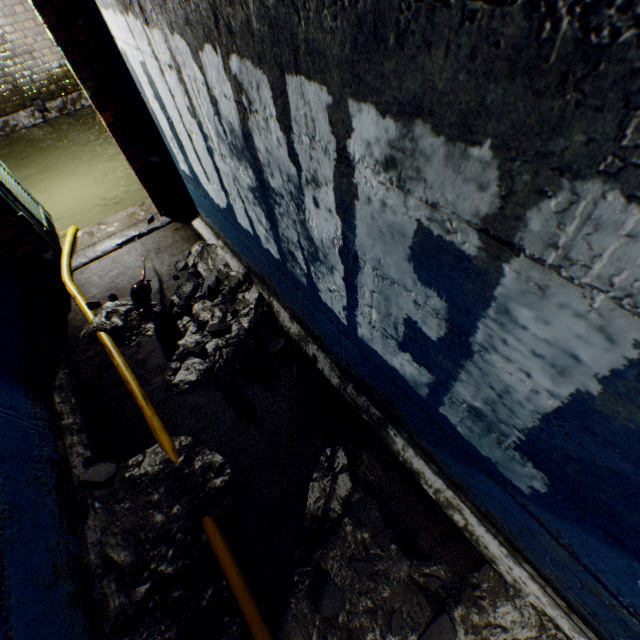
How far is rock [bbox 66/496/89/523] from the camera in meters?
1.7

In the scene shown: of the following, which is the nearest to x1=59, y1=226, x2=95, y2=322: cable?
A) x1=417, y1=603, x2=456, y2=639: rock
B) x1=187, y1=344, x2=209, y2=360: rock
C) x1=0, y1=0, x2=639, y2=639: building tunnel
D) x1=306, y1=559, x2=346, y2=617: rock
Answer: x1=0, y1=0, x2=639, y2=639: building tunnel

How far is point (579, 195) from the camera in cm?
48

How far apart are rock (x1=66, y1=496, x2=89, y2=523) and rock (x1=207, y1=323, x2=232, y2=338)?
1.1m

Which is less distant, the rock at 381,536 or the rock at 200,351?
the rock at 381,536

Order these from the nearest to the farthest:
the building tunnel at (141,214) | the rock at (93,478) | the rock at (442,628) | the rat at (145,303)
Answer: the building tunnel at (141,214) < the rock at (442,628) < the rock at (93,478) < the rat at (145,303)

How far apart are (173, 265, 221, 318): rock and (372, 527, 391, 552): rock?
1.88m

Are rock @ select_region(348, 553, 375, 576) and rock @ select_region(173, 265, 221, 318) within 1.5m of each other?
no
